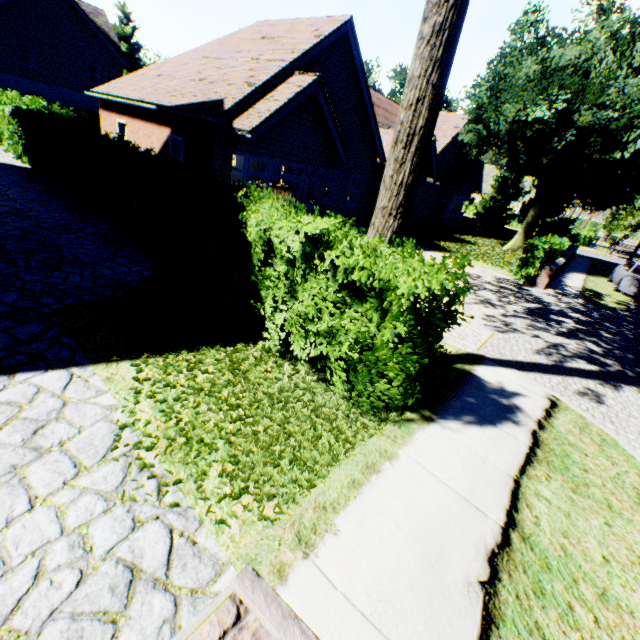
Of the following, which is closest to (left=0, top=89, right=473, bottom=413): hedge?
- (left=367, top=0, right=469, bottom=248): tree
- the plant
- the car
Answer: (left=367, top=0, right=469, bottom=248): tree

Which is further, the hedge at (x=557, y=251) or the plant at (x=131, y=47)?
the plant at (x=131, y=47)

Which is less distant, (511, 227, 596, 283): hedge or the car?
(511, 227, 596, 283): hedge

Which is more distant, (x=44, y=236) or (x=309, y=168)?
(x=309, y=168)

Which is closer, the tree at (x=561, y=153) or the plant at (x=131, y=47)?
the tree at (x=561, y=153)

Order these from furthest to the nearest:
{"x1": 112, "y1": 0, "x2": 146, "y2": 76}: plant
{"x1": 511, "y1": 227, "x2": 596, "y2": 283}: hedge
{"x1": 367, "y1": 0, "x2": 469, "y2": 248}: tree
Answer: {"x1": 112, "y1": 0, "x2": 146, "y2": 76}: plant < {"x1": 511, "y1": 227, "x2": 596, "y2": 283}: hedge < {"x1": 367, "y1": 0, "x2": 469, "y2": 248}: tree

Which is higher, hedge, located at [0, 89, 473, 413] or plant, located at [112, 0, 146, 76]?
plant, located at [112, 0, 146, 76]

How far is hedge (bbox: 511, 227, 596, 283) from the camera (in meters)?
13.73
